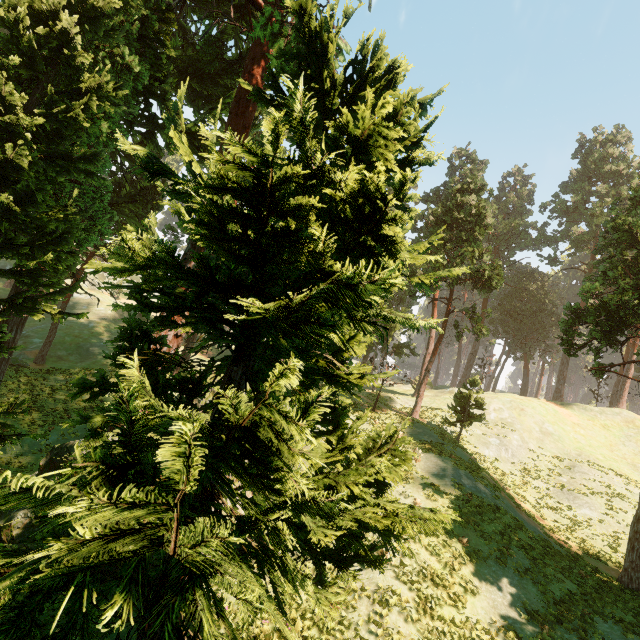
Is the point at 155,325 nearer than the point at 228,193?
No

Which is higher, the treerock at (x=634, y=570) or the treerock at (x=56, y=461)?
the treerock at (x=56, y=461)

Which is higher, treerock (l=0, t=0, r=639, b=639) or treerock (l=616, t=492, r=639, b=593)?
treerock (l=0, t=0, r=639, b=639)

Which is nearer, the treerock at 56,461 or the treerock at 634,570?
the treerock at 56,461

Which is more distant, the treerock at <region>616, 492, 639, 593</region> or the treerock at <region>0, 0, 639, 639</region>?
the treerock at <region>616, 492, 639, 593</region>
